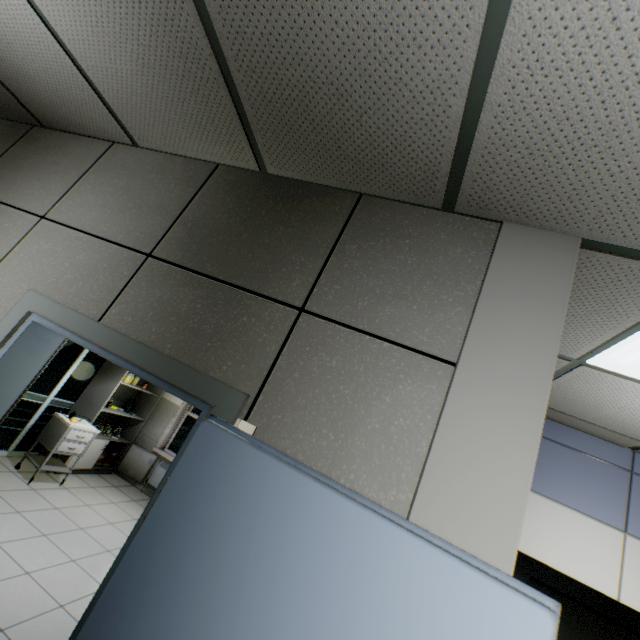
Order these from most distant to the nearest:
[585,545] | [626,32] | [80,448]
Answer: [80,448] → [585,545] → [626,32]

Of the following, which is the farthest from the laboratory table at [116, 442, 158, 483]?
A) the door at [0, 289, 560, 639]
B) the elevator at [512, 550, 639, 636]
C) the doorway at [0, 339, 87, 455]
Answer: the elevator at [512, 550, 639, 636]

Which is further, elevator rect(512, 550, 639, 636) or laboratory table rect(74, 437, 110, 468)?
laboratory table rect(74, 437, 110, 468)

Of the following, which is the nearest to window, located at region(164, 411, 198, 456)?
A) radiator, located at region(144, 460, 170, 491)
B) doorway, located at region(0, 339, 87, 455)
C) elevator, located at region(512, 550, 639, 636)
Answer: radiator, located at region(144, 460, 170, 491)

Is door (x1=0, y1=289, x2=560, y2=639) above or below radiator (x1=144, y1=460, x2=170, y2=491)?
above

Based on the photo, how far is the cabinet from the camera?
4.66m

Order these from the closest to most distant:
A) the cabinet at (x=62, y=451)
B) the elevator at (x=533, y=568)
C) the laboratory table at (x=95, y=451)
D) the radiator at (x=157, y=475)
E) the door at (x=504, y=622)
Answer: the door at (x=504, y=622) < the elevator at (x=533, y=568) < the cabinet at (x=62, y=451) < the laboratory table at (x=95, y=451) < the radiator at (x=157, y=475)

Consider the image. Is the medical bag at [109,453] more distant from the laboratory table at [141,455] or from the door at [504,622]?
the door at [504,622]
